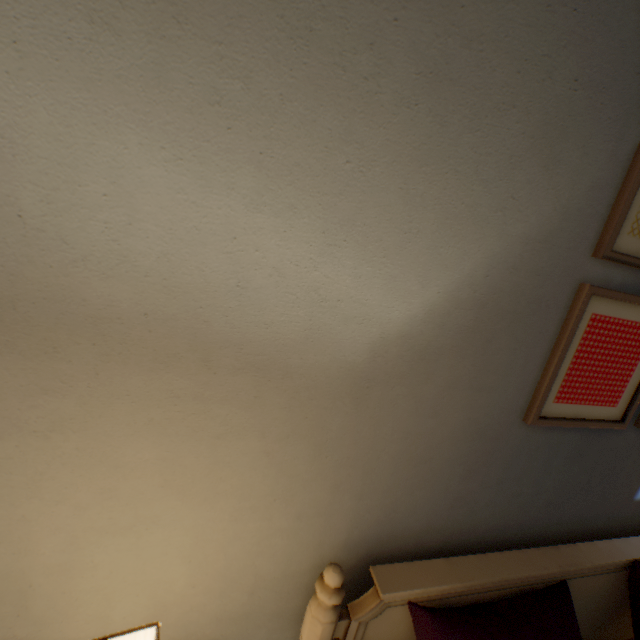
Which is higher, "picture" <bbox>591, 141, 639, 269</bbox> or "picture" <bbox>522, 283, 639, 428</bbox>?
"picture" <bbox>591, 141, 639, 269</bbox>

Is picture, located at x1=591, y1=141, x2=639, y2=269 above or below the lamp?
above

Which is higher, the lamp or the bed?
the lamp

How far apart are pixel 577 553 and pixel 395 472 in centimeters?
64cm

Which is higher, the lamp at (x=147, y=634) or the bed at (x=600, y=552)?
the lamp at (x=147, y=634)

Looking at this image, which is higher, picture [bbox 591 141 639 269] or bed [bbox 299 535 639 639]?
picture [bbox 591 141 639 269]

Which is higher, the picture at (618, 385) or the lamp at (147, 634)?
the picture at (618, 385)
